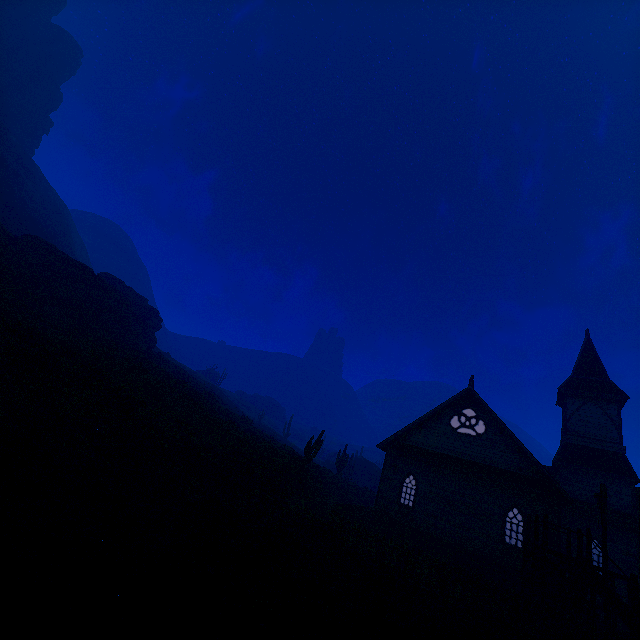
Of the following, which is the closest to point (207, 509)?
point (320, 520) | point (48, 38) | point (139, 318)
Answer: point (320, 520)

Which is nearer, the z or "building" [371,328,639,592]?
the z

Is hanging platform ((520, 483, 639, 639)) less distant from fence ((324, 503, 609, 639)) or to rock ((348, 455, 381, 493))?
fence ((324, 503, 609, 639))

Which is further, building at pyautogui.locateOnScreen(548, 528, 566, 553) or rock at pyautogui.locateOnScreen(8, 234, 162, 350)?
rock at pyautogui.locateOnScreen(8, 234, 162, 350)

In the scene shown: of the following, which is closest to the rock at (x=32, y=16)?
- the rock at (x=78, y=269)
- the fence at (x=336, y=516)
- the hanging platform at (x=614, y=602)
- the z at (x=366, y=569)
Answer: the z at (x=366, y=569)

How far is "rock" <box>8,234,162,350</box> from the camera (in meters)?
29.32

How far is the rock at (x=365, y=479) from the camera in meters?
46.5

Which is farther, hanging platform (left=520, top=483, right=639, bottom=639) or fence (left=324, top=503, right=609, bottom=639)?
hanging platform (left=520, top=483, right=639, bottom=639)
